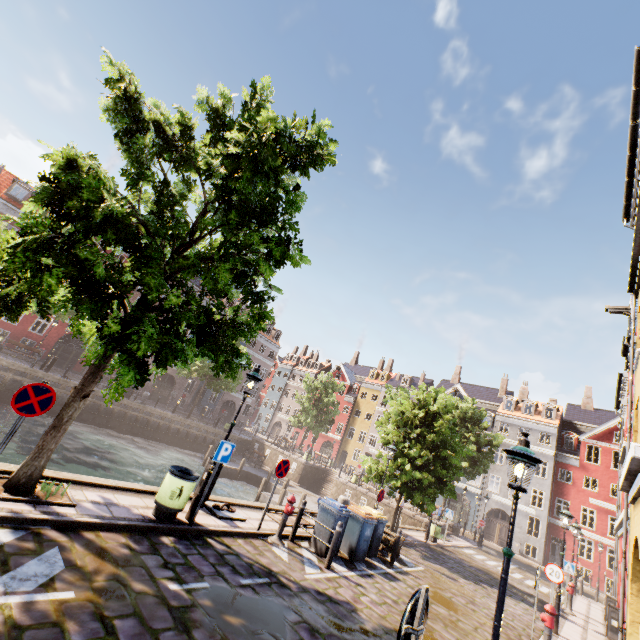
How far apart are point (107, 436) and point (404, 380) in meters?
38.2 m

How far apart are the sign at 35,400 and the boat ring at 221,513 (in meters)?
5.20

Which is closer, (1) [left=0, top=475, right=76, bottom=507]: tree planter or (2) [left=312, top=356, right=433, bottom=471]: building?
(1) [left=0, top=475, right=76, bottom=507]: tree planter

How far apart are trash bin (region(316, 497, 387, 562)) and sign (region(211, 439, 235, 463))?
4.97m

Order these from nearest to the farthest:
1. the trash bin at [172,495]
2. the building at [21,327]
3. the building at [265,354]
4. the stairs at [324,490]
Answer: the trash bin at [172,495], the building at [21,327], the stairs at [324,490], the building at [265,354]

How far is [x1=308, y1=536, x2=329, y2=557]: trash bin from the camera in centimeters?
919cm

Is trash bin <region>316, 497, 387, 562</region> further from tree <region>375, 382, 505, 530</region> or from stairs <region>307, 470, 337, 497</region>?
stairs <region>307, 470, 337, 497</region>
